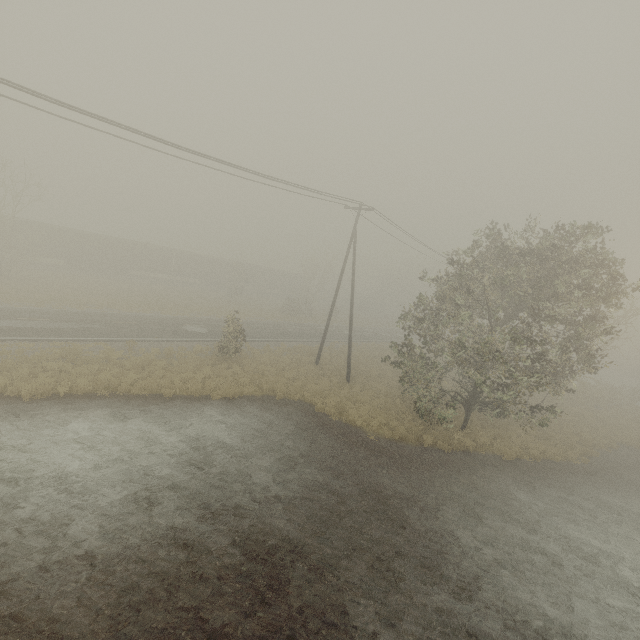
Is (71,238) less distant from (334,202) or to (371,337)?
(334,202)

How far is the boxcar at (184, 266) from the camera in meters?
37.1

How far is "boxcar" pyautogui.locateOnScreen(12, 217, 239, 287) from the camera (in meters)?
37.09
